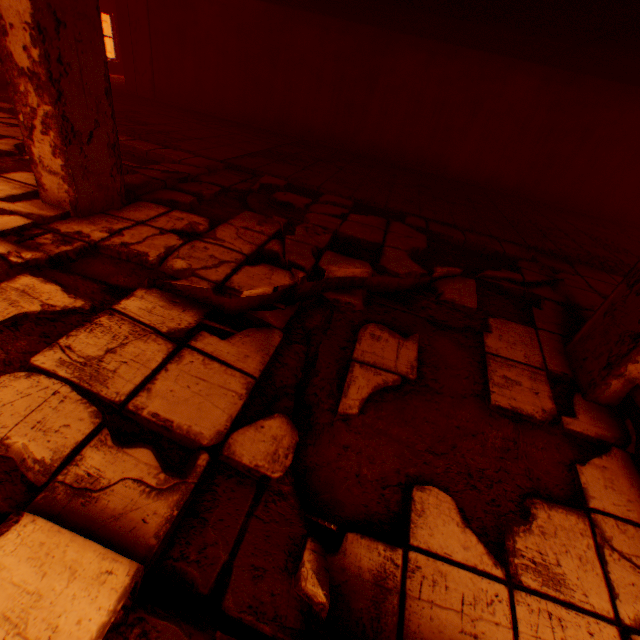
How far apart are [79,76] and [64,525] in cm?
313

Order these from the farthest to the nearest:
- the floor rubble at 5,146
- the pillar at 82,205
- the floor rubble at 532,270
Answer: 1. the floor rubble at 5,146
2. the pillar at 82,205
3. the floor rubble at 532,270

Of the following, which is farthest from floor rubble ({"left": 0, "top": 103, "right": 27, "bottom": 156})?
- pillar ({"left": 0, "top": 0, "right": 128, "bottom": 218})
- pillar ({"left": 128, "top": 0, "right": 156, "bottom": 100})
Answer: pillar ({"left": 128, "top": 0, "right": 156, "bottom": 100})

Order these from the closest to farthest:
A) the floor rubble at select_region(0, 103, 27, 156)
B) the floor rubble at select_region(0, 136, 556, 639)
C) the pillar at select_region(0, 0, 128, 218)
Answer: the floor rubble at select_region(0, 136, 556, 639) < the pillar at select_region(0, 0, 128, 218) < the floor rubble at select_region(0, 103, 27, 156)

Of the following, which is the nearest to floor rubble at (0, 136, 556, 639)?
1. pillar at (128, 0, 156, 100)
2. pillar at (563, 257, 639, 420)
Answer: pillar at (563, 257, 639, 420)

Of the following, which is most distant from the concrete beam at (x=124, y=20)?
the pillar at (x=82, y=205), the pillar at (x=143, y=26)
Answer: the pillar at (x=82, y=205)

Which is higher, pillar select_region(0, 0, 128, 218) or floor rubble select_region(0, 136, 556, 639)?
A: pillar select_region(0, 0, 128, 218)
